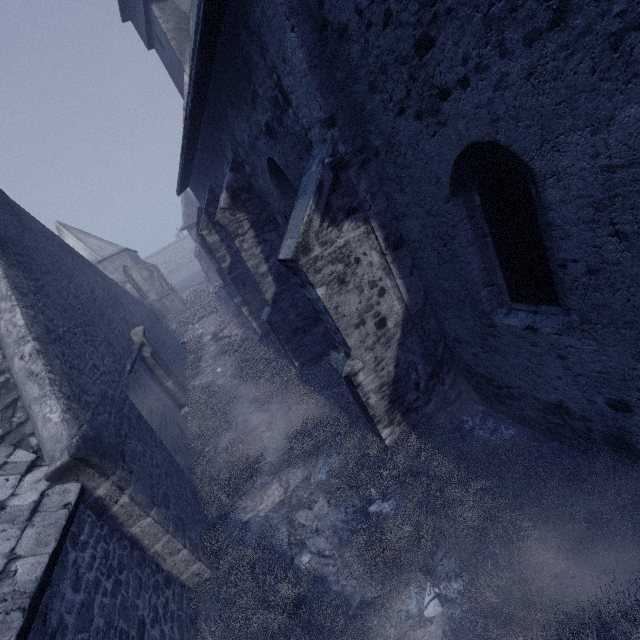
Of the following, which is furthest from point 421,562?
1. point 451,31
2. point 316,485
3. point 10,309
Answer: point 10,309

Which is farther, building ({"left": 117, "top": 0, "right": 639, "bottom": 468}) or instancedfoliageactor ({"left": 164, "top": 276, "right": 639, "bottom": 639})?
instancedfoliageactor ({"left": 164, "top": 276, "right": 639, "bottom": 639})

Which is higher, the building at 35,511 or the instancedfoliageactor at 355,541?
the building at 35,511

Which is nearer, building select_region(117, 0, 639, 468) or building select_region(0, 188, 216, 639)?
building select_region(117, 0, 639, 468)

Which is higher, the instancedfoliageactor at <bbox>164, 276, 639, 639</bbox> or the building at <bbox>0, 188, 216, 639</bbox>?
the building at <bbox>0, 188, 216, 639</bbox>

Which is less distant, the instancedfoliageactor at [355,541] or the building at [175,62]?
the building at [175,62]
